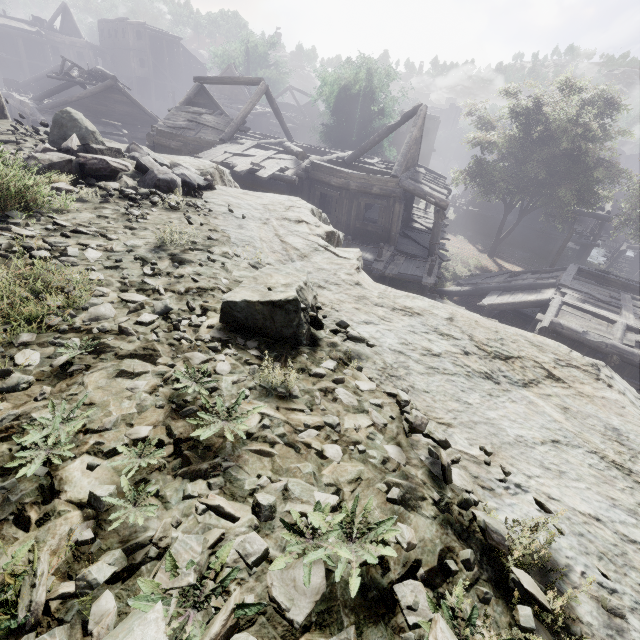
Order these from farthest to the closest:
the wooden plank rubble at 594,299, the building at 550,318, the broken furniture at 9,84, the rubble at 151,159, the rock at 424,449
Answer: the broken furniture at 9,84 → the wooden plank rubble at 594,299 → the building at 550,318 → the rubble at 151,159 → the rock at 424,449

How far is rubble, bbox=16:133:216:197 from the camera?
4.4m

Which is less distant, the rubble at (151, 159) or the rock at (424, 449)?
the rock at (424, 449)

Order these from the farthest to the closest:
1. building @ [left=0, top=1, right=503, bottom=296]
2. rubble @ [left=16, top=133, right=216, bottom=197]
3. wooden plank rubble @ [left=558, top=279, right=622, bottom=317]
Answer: building @ [left=0, top=1, right=503, bottom=296]
wooden plank rubble @ [left=558, top=279, right=622, bottom=317]
rubble @ [left=16, top=133, right=216, bottom=197]

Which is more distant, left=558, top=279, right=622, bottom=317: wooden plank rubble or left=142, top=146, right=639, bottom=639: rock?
left=558, top=279, right=622, bottom=317: wooden plank rubble

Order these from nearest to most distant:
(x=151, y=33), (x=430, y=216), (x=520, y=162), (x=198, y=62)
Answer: (x=520, y=162), (x=430, y=216), (x=151, y=33), (x=198, y=62)

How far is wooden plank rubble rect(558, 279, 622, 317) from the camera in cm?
1373

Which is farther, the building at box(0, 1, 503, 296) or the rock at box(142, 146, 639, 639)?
the building at box(0, 1, 503, 296)
